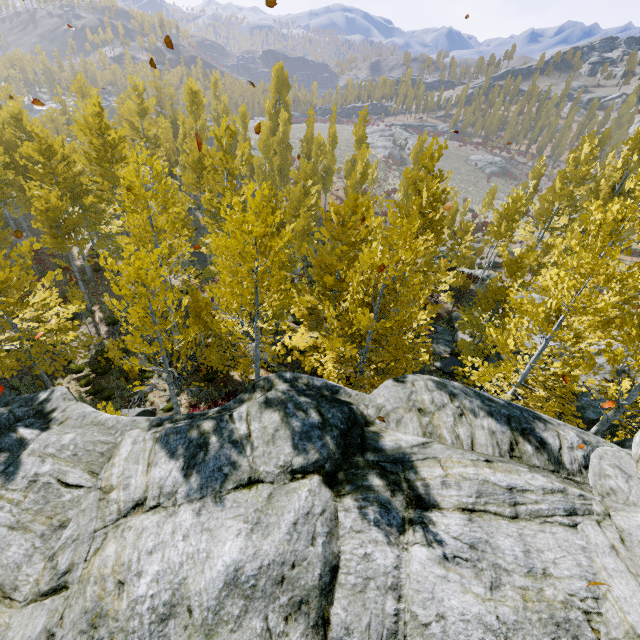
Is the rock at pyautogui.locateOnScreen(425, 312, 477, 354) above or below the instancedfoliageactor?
below

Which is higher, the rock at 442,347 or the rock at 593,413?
the rock at 593,413

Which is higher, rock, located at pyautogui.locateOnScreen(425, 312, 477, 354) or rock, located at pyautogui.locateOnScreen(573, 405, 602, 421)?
rock, located at pyautogui.locateOnScreen(573, 405, 602, 421)

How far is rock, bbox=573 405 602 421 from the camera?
14.6 meters

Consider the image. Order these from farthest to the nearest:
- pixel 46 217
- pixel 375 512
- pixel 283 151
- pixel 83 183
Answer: pixel 283 151 → pixel 83 183 → pixel 46 217 → pixel 375 512

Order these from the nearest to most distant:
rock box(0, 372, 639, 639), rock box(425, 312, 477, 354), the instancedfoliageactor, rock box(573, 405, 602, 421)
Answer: rock box(0, 372, 639, 639) → the instancedfoliageactor → rock box(573, 405, 602, 421) → rock box(425, 312, 477, 354)
